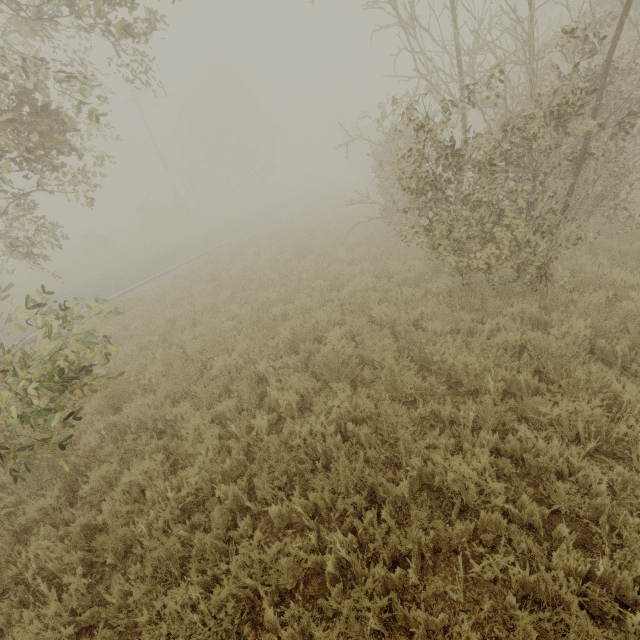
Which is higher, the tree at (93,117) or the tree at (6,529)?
the tree at (93,117)

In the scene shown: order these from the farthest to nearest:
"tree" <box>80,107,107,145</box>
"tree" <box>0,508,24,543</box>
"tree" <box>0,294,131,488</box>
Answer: "tree" <box>80,107,107,145</box> < "tree" <box>0,508,24,543</box> < "tree" <box>0,294,131,488</box>

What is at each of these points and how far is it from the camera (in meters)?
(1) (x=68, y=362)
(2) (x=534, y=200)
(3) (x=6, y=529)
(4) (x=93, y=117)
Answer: (1) tree, 4.57
(2) tree, 5.89
(3) tree, 4.25
(4) tree, 6.02

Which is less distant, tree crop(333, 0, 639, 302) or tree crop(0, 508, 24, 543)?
tree crop(0, 508, 24, 543)

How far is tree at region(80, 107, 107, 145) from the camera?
4.5m

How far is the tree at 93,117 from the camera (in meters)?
4.53

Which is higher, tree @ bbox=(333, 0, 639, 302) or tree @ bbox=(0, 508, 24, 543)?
tree @ bbox=(333, 0, 639, 302)
